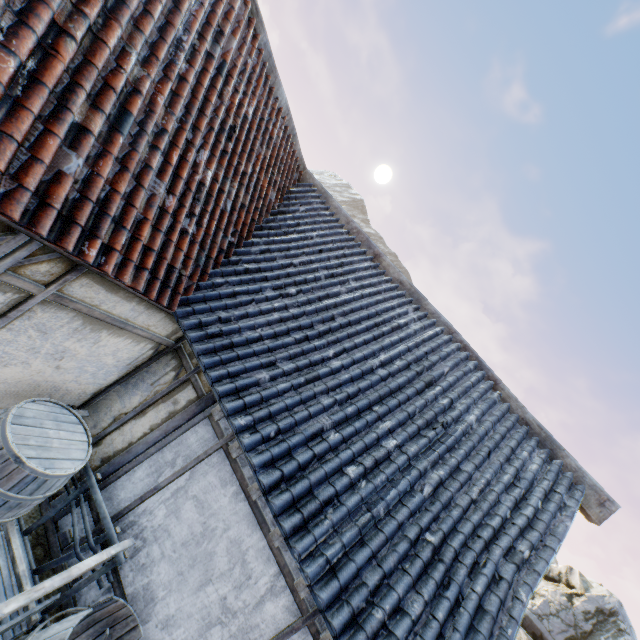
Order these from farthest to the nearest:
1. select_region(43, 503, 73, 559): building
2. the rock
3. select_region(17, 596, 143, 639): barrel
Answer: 1. the rock
2. select_region(43, 503, 73, 559): building
3. select_region(17, 596, 143, 639): barrel

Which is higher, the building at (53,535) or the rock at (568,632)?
the rock at (568,632)

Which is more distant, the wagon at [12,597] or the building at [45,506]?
the building at [45,506]

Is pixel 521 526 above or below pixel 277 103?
below

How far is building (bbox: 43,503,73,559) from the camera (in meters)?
3.85

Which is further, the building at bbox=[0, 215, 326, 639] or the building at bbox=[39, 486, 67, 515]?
the building at bbox=[39, 486, 67, 515]
